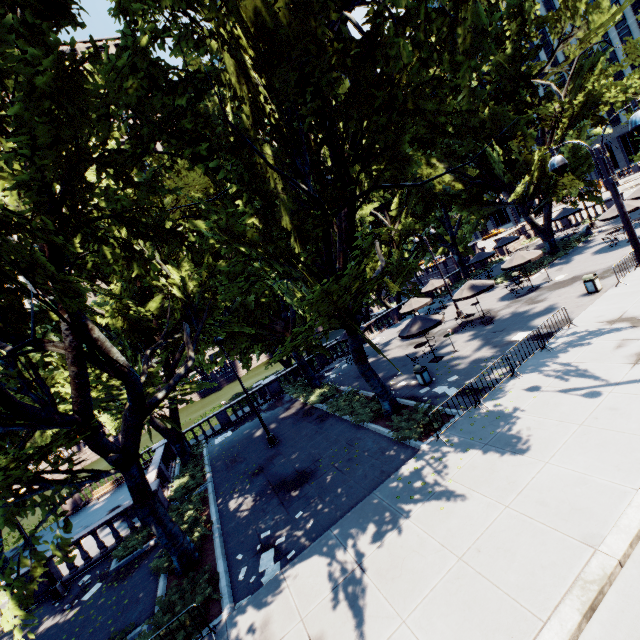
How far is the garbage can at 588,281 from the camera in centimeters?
1738cm

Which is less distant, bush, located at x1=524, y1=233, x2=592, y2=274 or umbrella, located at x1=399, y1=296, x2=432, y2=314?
umbrella, located at x1=399, y1=296, x2=432, y2=314

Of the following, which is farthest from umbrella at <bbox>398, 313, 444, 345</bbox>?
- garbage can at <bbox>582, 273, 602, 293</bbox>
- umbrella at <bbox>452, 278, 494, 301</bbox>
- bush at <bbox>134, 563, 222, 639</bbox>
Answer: bush at <bbox>134, 563, 222, 639</bbox>

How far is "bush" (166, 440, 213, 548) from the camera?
13.3 meters

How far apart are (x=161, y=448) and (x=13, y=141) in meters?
23.9 m

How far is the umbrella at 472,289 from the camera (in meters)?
20.34

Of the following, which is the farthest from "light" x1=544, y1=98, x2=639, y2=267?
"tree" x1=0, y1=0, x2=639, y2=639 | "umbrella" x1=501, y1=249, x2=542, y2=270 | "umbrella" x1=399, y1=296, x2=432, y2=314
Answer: "umbrella" x1=399, y1=296, x2=432, y2=314

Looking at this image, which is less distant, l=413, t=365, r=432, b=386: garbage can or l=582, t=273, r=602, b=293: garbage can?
l=413, t=365, r=432, b=386: garbage can
